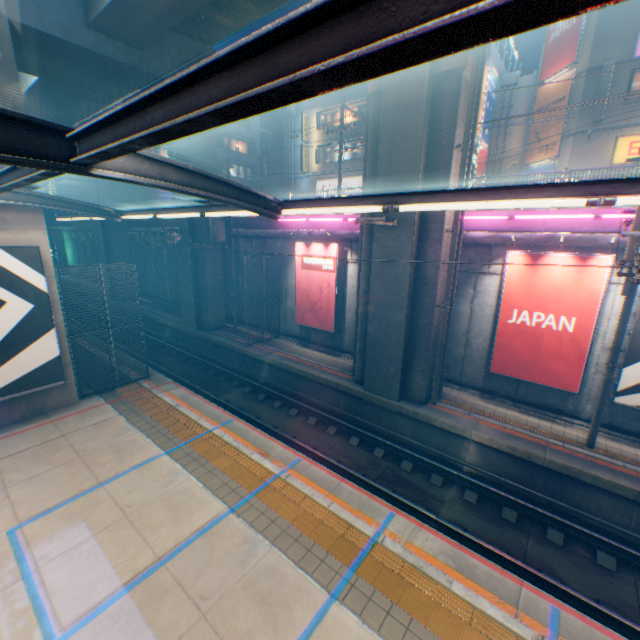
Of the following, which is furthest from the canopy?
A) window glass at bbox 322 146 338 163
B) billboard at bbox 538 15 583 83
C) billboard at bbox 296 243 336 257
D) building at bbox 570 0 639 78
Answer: window glass at bbox 322 146 338 163

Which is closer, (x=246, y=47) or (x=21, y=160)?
(x=246, y=47)

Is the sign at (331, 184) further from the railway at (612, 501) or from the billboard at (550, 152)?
the railway at (612, 501)

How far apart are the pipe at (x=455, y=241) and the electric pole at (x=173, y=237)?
11.77m

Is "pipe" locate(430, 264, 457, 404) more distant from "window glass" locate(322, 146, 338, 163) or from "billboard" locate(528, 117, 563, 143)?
"window glass" locate(322, 146, 338, 163)

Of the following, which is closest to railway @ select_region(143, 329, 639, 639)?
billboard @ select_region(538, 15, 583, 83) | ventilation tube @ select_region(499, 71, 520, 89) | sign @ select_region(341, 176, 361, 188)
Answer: sign @ select_region(341, 176, 361, 188)

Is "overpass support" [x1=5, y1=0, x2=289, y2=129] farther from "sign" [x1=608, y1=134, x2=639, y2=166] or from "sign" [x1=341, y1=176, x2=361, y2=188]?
"sign" [x1=341, y1=176, x2=361, y2=188]

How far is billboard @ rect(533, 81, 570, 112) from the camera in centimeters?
1792cm
